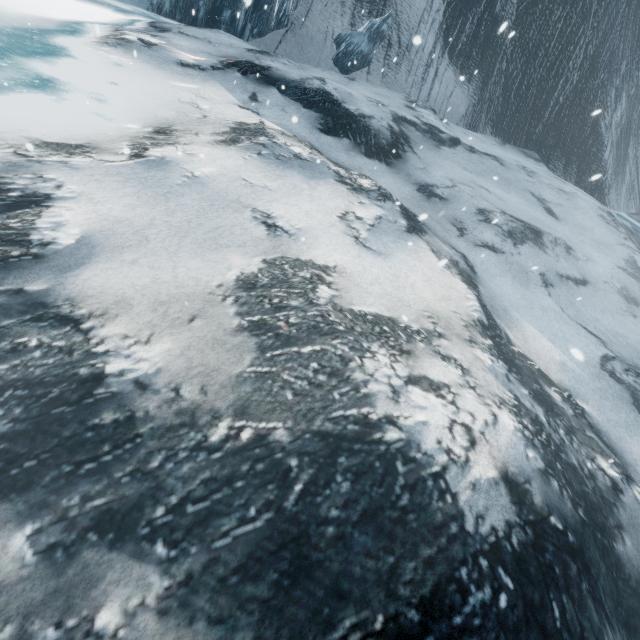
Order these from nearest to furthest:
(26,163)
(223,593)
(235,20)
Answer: (223,593), (26,163), (235,20)
